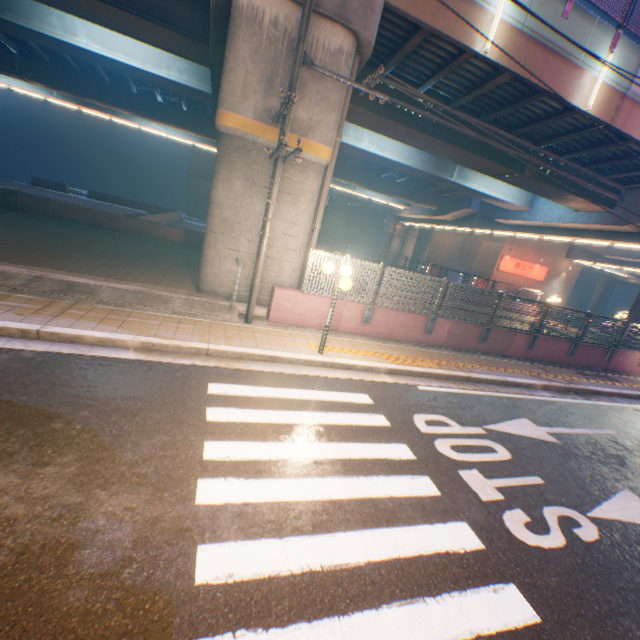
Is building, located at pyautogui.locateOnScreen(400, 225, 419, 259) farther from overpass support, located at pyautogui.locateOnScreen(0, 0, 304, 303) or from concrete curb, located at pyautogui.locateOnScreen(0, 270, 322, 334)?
concrete curb, located at pyautogui.locateOnScreen(0, 270, 322, 334)

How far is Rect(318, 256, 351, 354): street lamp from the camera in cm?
684

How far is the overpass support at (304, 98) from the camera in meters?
8.8 m

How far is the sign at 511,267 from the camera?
33.6 meters

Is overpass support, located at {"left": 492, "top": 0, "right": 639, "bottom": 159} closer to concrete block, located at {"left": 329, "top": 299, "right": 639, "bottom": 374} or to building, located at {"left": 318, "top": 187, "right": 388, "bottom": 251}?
concrete block, located at {"left": 329, "top": 299, "right": 639, "bottom": 374}

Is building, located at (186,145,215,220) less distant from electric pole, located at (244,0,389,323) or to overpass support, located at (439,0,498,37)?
overpass support, located at (439,0,498,37)

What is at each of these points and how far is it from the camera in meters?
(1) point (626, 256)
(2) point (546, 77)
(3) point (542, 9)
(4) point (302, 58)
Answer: (1) overpass support, 29.2 m
(2) overpass support, 11.2 m
(3) overpass support, 10.4 m
(4) electric pole, 6.9 m

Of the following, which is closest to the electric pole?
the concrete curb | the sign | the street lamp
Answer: the concrete curb
